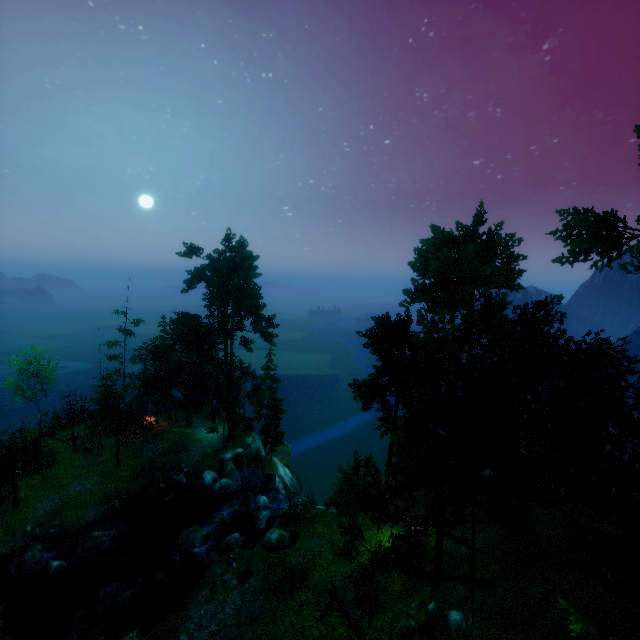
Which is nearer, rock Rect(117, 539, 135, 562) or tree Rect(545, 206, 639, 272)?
tree Rect(545, 206, 639, 272)

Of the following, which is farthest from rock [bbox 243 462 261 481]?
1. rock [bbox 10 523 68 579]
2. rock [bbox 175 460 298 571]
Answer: rock [bbox 10 523 68 579]

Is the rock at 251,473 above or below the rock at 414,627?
below

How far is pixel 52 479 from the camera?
31.6 meters

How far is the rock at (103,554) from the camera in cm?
2459

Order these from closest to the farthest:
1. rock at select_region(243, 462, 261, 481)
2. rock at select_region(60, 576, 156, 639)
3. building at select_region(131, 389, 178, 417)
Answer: rock at select_region(60, 576, 156, 639) < rock at select_region(243, 462, 261, 481) < building at select_region(131, 389, 178, 417)

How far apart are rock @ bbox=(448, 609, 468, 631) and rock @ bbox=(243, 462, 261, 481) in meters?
26.2 m

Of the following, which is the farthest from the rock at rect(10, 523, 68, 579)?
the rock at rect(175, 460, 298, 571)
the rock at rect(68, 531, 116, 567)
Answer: the rock at rect(175, 460, 298, 571)
